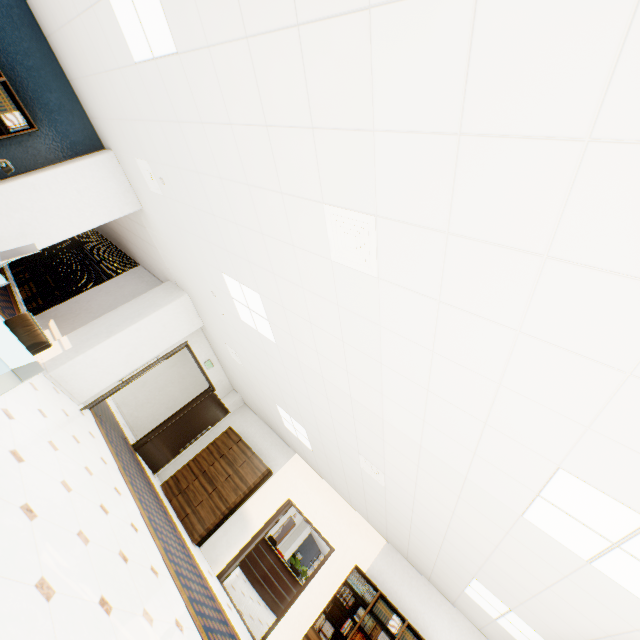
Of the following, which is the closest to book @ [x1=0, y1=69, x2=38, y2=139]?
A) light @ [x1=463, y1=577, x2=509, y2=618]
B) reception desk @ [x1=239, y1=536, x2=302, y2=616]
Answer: light @ [x1=463, y1=577, x2=509, y2=618]

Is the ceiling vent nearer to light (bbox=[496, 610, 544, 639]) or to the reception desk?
light (bbox=[496, 610, 544, 639])

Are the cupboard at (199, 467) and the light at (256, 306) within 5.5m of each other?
yes

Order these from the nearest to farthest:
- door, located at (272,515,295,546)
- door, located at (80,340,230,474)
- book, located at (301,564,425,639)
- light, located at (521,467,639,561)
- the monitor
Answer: light, located at (521,467,639,561) → the monitor → book, located at (301,564,425,639) → door, located at (80,340,230,474) → door, located at (272,515,295,546)

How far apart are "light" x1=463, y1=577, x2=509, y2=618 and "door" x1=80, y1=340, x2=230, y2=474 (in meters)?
6.90

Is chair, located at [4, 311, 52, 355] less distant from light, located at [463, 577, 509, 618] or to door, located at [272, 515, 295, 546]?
light, located at [463, 577, 509, 618]

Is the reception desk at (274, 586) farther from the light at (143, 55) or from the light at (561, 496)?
the light at (143, 55)

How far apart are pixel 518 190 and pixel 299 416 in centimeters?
567cm
